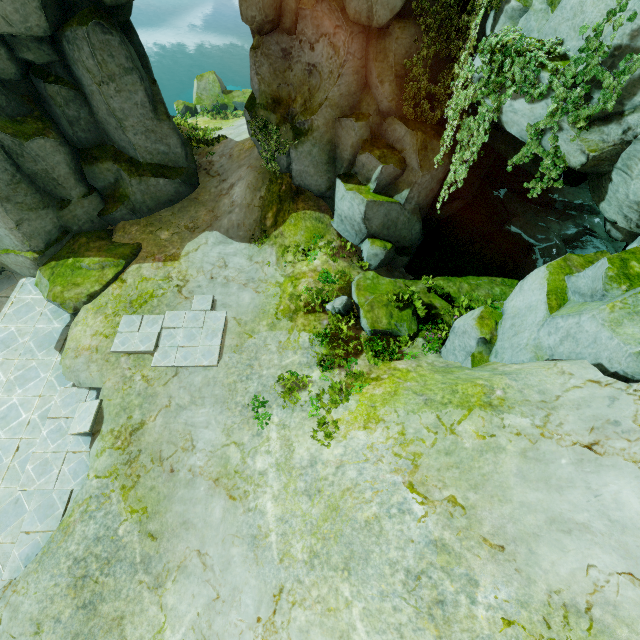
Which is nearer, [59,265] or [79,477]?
[79,477]

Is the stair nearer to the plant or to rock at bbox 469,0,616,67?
rock at bbox 469,0,616,67

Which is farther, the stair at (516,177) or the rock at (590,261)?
the stair at (516,177)

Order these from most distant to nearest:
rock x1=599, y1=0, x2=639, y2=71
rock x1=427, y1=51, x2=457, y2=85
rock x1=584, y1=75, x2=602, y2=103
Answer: rock x1=427, y1=51, x2=457, y2=85, rock x1=584, y1=75, x2=602, y2=103, rock x1=599, y1=0, x2=639, y2=71

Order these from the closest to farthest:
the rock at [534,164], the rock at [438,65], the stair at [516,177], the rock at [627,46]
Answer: the rock at [627,46] < the rock at [534,164] < the rock at [438,65] < the stair at [516,177]

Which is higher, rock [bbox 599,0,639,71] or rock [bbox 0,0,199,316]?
rock [bbox 599,0,639,71]

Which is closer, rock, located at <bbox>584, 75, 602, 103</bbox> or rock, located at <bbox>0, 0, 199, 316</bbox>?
rock, located at <bbox>584, 75, 602, 103</bbox>
